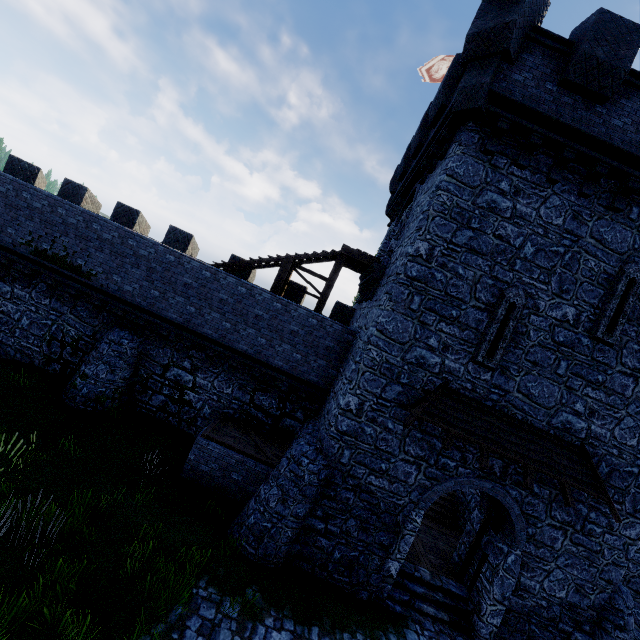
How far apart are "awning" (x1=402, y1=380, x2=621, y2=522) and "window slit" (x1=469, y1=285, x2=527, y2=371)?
0.7m

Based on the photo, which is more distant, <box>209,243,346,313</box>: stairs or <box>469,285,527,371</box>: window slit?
<box>209,243,346,313</box>: stairs

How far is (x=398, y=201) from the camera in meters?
16.1 m

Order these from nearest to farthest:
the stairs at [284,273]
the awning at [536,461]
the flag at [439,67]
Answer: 1. the awning at [536,461]
2. the stairs at [284,273]
3. the flag at [439,67]

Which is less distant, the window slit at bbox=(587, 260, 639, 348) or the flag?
the window slit at bbox=(587, 260, 639, 348)

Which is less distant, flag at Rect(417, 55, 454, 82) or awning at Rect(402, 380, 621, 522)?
awning at Rect(402, 380, 621, 522)

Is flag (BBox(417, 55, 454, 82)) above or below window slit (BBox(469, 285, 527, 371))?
above

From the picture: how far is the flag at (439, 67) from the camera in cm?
1536
